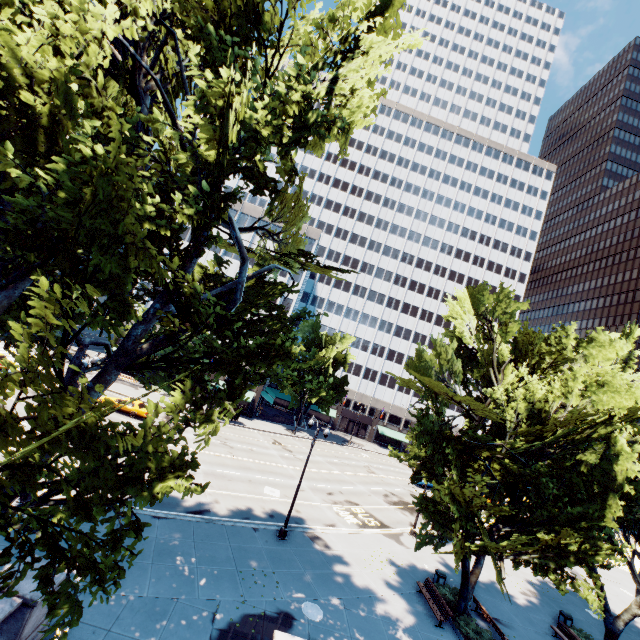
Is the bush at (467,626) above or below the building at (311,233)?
below

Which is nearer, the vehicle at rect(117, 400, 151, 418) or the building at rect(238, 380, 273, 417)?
the vehicle at rect(117, 400, 151, 418)

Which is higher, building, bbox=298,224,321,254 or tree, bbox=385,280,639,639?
building, bbox=298,224,321,254

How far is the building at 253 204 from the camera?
53.8m

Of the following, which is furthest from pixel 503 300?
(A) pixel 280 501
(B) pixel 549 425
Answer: (A) pixel 280 501

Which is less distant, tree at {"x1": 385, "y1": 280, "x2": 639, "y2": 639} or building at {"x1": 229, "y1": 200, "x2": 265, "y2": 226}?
tree at {"x1": 385, "y1": 280, "x2": 639, "y2": 639}

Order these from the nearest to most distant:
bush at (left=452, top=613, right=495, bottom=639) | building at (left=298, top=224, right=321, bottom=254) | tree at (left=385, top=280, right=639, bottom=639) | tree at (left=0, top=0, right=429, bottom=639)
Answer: tree at (left=0, top=0, right=429, bottom=639), tree at (left=385, top=280, right=639, bottom=639), bush at (left=452, top=613, right=495, bottom=639), building at (left=298, top=224, right=321, bottom=254)

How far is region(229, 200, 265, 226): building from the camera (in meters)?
53.81
